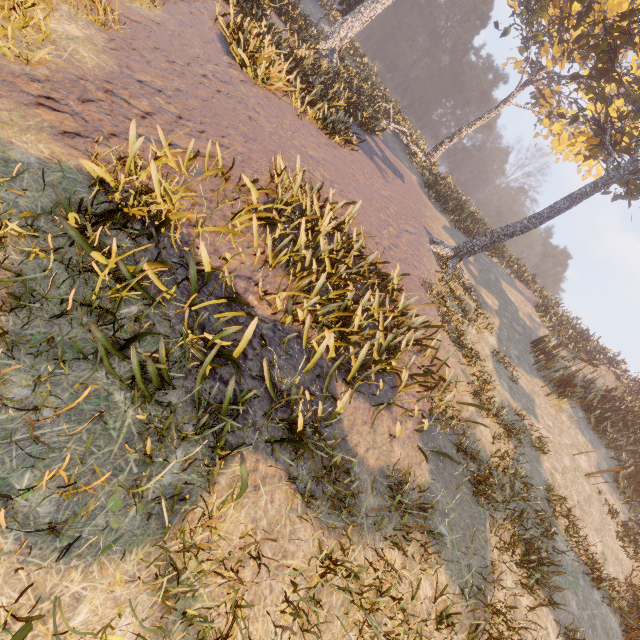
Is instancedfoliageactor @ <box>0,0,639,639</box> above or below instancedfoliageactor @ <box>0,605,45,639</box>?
above

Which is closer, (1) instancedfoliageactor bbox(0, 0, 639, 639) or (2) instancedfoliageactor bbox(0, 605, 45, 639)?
(2) instancedfoliageactor bbox(0, 605, 45, 639)

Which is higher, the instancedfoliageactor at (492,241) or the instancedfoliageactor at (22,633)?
the instancedfoliageactor at (492,241)

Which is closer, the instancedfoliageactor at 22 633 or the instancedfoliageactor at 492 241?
the instancedfoliageactor at 22 633

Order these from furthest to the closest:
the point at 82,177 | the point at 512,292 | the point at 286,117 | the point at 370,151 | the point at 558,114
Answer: the point at 512,292 < the point at 370,151 < the point at 558,114 < the point at 286,117 < the point at 82,177
